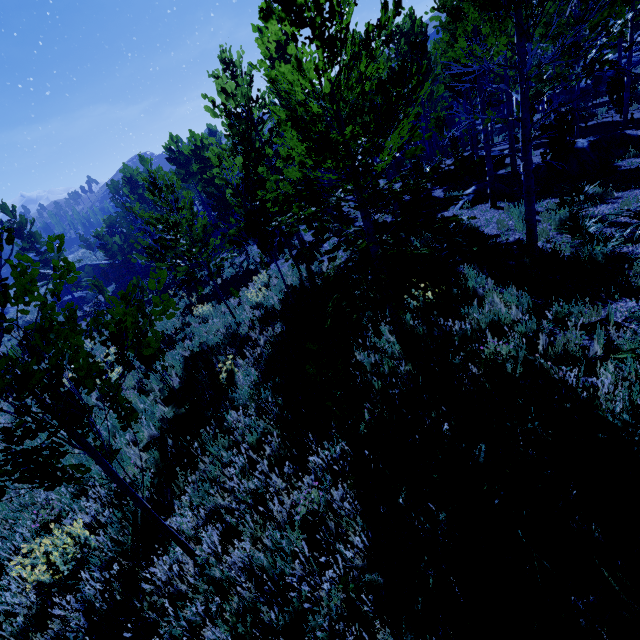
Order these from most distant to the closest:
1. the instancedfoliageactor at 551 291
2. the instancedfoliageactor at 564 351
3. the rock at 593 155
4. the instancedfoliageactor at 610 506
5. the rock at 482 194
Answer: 1. the rock at 482 194
2. the rock at 593 155
3. the instancedfoliageactor at 551 291
4. the instancedfoliageactor at 564 351
5. the instancedfoliageactor at 610 506

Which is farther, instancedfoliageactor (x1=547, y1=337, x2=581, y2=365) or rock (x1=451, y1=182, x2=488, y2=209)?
rock (x1=451, y1=182, x2=488, y2=209)

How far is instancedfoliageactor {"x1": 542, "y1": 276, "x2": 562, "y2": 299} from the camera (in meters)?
5.62

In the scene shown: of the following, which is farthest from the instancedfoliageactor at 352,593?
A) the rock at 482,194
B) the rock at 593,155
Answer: the rock at 593,155

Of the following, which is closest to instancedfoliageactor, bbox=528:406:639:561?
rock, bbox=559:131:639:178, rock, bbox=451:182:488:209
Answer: rock, bbox=451:182:488:209

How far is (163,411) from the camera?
7.47m
